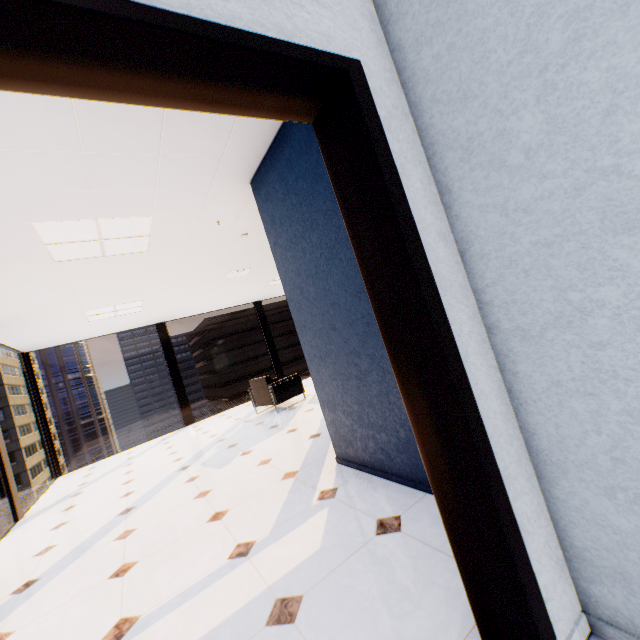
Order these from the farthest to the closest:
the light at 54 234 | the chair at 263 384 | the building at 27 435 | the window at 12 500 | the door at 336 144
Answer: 1. the building at 27 435
2. the chair at 263 384
3. the window at 12 500
4. the light at 54 234
5. the door at 336 144

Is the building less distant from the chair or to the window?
the window

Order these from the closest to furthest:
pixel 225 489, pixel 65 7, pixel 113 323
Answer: pixel 65 7 → pixel 225 489 → pixel 113 323

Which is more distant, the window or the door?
the window

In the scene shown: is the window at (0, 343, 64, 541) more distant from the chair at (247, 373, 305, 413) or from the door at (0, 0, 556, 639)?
the chair at (247, 373, 305, 413)

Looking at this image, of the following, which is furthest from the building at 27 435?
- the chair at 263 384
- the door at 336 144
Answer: the door at 336 144

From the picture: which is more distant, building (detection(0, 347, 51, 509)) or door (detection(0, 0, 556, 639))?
building (detection(0, 347, 51, 509))

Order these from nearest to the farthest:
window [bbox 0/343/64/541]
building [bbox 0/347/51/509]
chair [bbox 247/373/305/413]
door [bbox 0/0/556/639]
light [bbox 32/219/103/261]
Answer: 1. door [bbox 0/0/556/639]
2. light [bbox 32/219/103/261]
3. window [bbox 0/343/64/541]
4. chair [bbox 247/373/305/413]
5. building [bbox 0/347/51/509]
